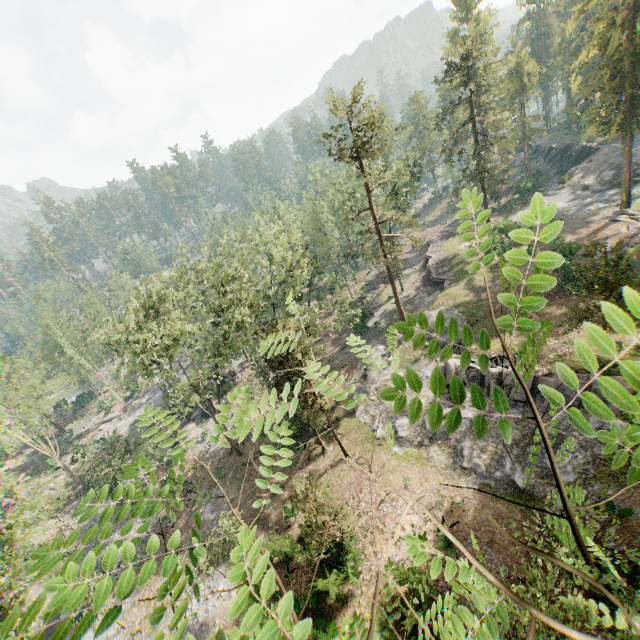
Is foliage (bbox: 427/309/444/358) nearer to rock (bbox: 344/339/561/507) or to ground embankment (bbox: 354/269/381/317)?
rock (bbox: 344/339/561/507)

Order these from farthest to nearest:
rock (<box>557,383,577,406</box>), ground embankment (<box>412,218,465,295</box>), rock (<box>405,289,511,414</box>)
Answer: ground embankment (<box>412,218,465,295</box>), rock (<box>405,289,511,414</box>), rock (<box>557,383,577,406</box>)

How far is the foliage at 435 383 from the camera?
1.11m

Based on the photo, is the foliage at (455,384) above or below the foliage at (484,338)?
below

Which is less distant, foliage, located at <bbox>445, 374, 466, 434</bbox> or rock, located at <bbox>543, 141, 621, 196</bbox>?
foliage, located at <bbox>445, 374, 466, 434</bbox>

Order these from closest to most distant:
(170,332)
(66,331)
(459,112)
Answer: (170,332), (66,331), (459,112)

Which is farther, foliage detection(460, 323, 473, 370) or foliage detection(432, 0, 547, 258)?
foliage detection(432, 0, 547, 258)
